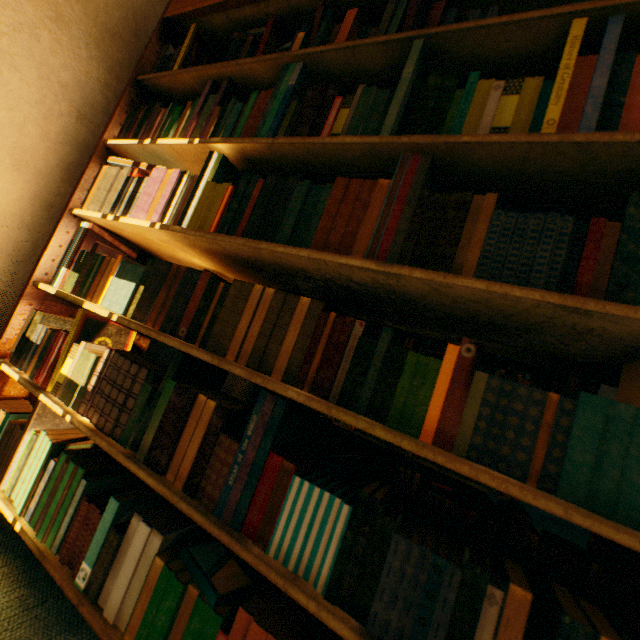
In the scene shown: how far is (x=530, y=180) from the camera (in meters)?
0.73
